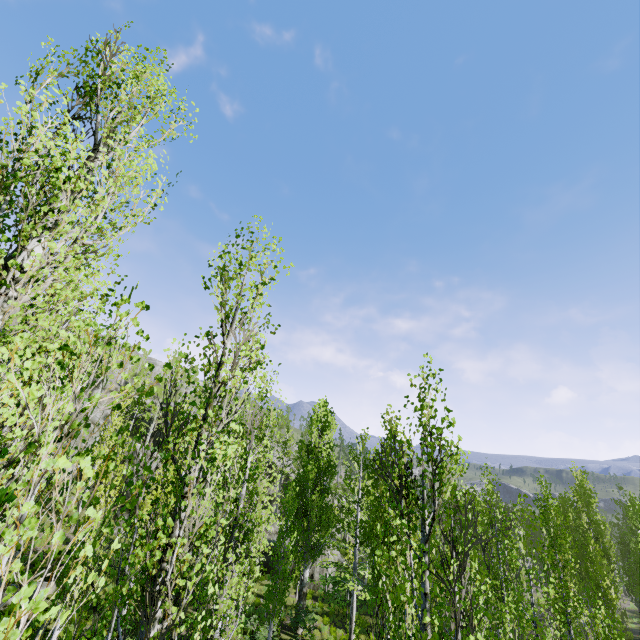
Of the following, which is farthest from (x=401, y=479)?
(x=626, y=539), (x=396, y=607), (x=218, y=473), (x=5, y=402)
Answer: (x=626, y=539)
